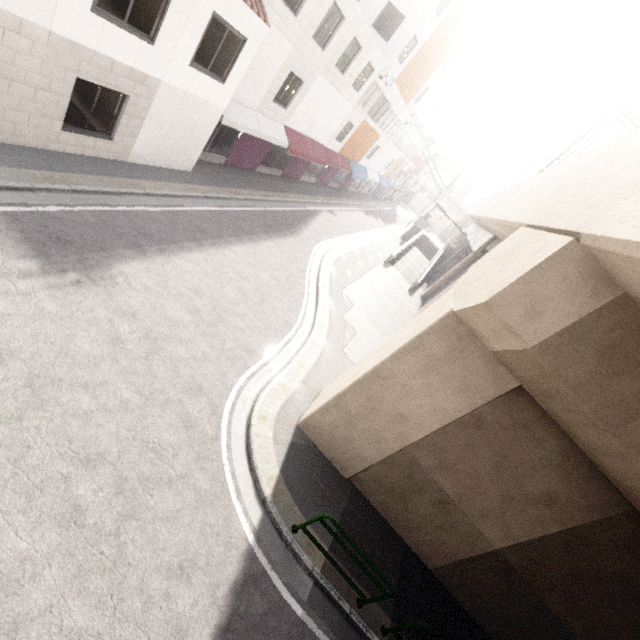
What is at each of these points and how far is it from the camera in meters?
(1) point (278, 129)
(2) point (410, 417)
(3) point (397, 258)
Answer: (1) awning, 16.8
(2) concrete pillar, 7.3
(3) ramp, 29.0

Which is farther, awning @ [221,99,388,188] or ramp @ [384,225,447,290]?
ramp @ [384,225,447,290]

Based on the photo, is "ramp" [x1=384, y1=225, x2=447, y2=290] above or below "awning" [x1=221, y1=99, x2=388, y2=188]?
below

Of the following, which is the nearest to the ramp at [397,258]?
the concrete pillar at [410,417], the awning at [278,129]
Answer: the concrete pillar at [410,417]

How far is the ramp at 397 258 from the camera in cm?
2723

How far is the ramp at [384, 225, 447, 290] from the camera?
27.2m

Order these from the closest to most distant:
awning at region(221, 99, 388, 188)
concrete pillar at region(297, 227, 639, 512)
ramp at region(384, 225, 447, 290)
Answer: concrete pillar at region(297, 227, 639, 512), awning at region(221, 99, 388, 188), ramp at region(384, 225, 447, 290)

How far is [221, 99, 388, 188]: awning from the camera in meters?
13.6
